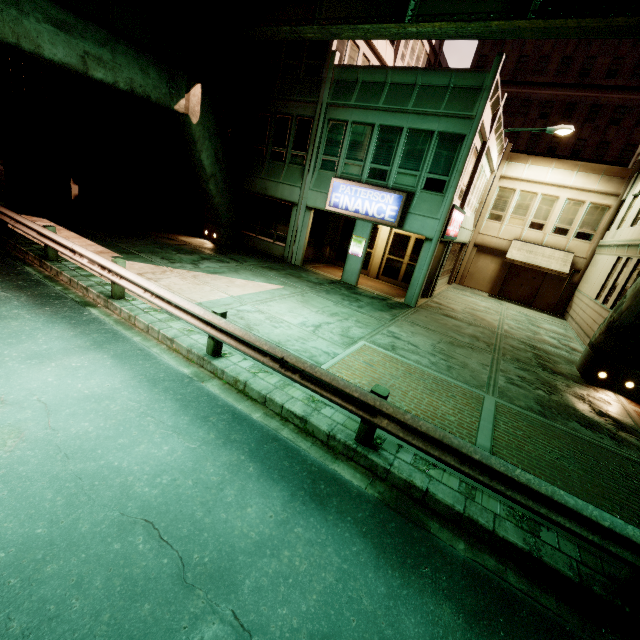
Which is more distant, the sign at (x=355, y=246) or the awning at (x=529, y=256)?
the awning at (x=529, y=256)

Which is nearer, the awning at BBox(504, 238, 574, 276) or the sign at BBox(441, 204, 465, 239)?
the sign at BBox(441, 204, 465, 239)

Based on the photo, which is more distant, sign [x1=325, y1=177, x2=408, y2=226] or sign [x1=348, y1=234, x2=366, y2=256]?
sign [x1=348, y1=234, x2=366, y2=256]

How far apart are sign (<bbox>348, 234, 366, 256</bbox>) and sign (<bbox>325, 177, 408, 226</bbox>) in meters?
1.0 m

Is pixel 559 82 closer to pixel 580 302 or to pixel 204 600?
pixel 580 302

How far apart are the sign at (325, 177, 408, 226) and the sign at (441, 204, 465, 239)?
1.75m

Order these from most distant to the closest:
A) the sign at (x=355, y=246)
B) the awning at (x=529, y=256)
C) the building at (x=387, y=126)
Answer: the awning at (x=529, y=256), the sign at (x=355, y=246), the building at (x=387, y=126)

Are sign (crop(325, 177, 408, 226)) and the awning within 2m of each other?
no
